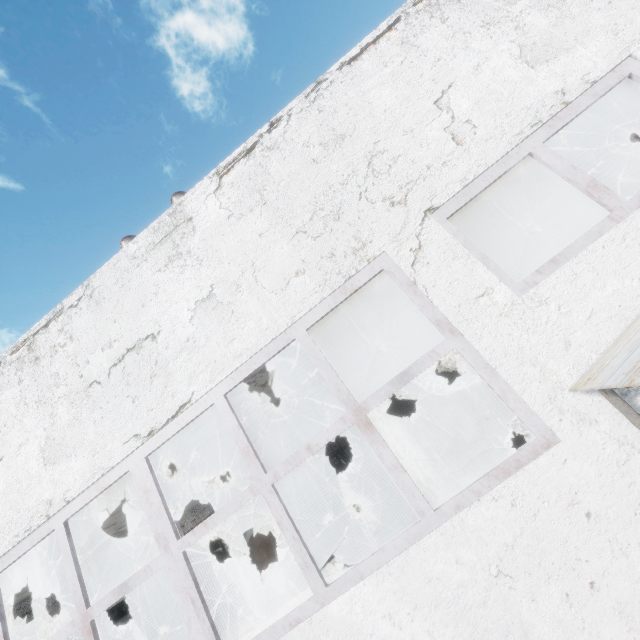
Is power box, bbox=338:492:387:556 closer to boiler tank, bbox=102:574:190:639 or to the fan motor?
the fan motor

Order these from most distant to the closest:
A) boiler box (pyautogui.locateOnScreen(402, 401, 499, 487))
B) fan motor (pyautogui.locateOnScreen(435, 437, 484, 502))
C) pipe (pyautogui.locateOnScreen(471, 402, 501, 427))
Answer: pipe (pyautogui.locateOnScreen(471, 402, 501, 427)) → boiler box (pyautogui.locateOnScreen(402, 401, 499, 487)) → fan motor (pyautogui.locateOnScreen(435, 437, 484, 502))

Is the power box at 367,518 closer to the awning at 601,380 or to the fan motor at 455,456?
the fan motor at 455,456

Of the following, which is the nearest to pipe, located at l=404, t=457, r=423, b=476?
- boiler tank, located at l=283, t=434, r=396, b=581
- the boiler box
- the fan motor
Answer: the boiler box

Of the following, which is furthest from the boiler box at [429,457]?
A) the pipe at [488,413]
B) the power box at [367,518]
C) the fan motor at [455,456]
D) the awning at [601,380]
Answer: the awning at [601,380]

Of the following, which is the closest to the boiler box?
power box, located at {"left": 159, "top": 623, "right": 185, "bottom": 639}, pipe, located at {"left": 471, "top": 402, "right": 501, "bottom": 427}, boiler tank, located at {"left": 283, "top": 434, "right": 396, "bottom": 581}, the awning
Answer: boiler tank, located at {"left": 283, "top": 434, "right": 396, "bottom": 581}

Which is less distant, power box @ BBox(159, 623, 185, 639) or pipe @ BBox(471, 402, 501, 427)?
power box @ BBox(159, 623, 185, 639)

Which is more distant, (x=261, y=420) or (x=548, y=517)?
(x=261, y=420)
